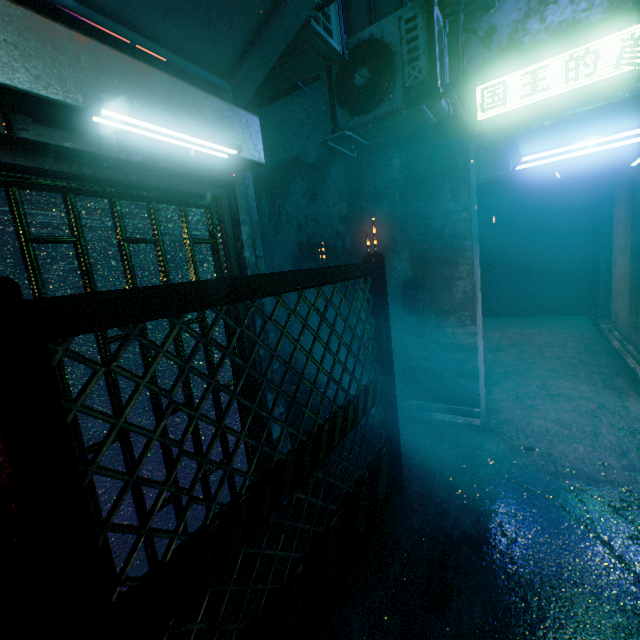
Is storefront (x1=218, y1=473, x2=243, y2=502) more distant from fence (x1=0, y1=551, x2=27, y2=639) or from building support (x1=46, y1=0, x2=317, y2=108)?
fence (x1=0, y1=551, x2=27, y2=639)

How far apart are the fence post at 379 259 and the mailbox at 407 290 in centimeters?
103cm

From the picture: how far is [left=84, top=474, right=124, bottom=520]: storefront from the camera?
1.49m

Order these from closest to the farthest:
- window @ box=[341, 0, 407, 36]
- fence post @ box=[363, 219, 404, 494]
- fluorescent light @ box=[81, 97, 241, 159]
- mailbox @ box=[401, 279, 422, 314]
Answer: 1. fluorescent light @ box=[81, 97, 241, 159]
2. fence post @ box=[363, 219, 404, 494]
3. mailbox @ box=[401, 279, 422, 314]
4. window @ box=[341, 0, 407, 36]

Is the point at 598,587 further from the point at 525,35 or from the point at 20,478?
the point at 525,35

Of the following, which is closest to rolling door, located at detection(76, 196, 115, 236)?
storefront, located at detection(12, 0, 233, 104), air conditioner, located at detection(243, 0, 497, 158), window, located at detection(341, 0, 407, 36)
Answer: storefront, located at detection(12, 0, 233, 104)

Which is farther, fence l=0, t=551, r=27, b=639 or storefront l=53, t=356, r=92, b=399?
storefront l=53, t=356, r=92, b=399

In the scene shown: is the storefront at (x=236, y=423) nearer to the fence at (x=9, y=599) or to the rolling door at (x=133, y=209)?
the rolling door at (x=133, y=209)
